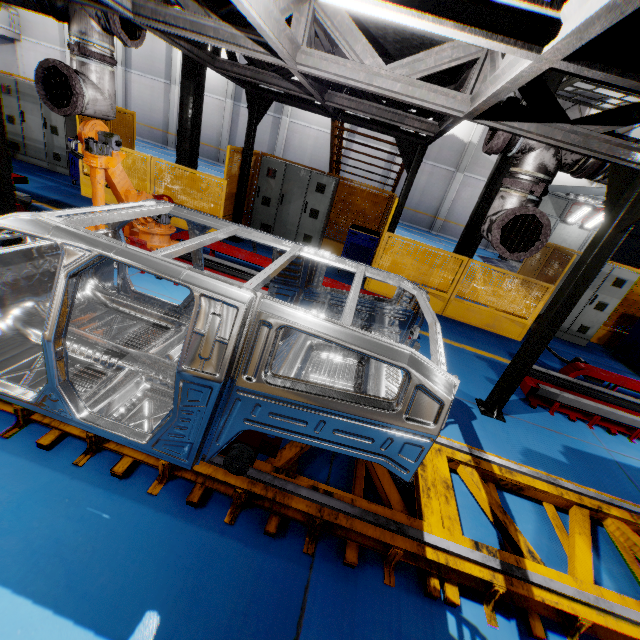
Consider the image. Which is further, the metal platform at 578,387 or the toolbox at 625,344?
the toolbox at 625,344

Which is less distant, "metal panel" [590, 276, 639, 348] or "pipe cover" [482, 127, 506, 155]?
"pipe cover" [482, 127, 506, 155]

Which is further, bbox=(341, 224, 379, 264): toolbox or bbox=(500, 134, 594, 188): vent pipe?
bbox=(341, 224, 379, 264): toolbox

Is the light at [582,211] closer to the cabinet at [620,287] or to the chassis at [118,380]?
the cabinet at [620,287]

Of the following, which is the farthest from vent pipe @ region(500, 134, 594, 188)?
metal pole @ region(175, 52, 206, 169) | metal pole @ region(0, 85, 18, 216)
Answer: metal pole @ region(175, 52, 206, 169)

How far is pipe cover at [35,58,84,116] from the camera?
3.9 meters

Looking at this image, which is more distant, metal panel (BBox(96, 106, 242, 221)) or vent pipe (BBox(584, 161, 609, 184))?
metal panel (BBox(96, 106, 242, 221))

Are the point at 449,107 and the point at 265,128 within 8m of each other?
no
